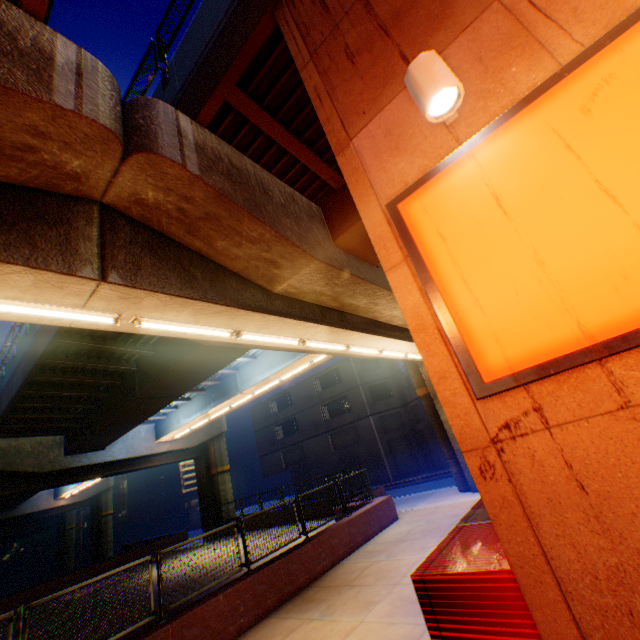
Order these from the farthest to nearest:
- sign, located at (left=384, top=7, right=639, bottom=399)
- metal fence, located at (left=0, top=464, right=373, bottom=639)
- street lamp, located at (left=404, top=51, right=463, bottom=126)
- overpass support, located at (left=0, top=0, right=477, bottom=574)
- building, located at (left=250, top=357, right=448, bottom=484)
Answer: building, located at (left=250, top=357, right=448, bottom=484) → metal fence, located at (left=0, top=464, right=373, bottom=639) → overpass support, located at (left=0, top=0, right=477, bottom=574) → street lamp, located at (left=404, top=51, right=463, bottom=126) → sign, located at (left=384, top=7, right=639, bottom=399)

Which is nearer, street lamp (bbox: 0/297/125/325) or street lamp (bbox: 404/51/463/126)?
street lamp (bbox: 404/51/463/126)

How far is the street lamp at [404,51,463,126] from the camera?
2.25m

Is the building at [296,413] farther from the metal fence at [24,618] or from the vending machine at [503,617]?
the vending machine at [503,617]

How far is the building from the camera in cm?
2884

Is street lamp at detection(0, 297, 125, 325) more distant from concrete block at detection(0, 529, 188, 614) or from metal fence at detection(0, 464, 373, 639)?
concrete block at detection(0, 529, 188, 614)

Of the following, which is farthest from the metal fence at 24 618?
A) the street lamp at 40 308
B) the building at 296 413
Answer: the building at 296 413

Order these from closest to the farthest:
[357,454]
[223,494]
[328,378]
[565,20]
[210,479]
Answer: [565,20], [223,494], [210,479], [357,454], [328,378]
